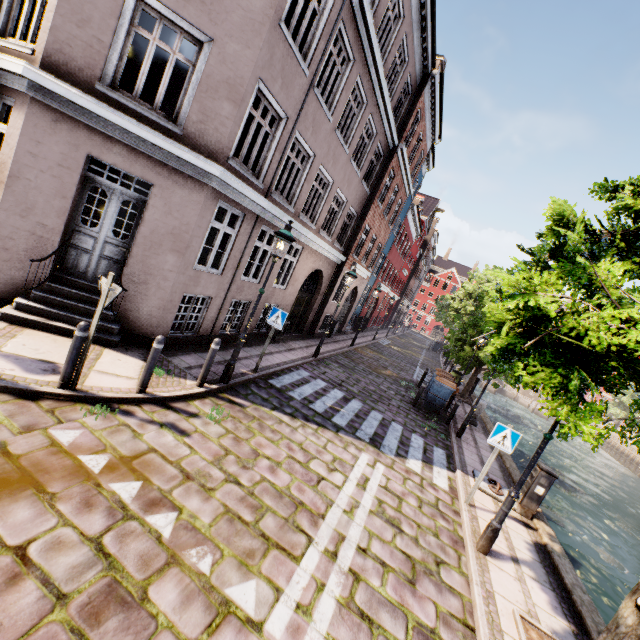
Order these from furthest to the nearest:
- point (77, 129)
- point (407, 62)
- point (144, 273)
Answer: point (407, 62)
point (144, 273)
point (77, 129)

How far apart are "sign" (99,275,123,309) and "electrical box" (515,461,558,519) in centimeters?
935cm

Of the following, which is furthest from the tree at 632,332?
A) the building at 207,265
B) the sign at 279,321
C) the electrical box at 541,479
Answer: the sign at 279,321

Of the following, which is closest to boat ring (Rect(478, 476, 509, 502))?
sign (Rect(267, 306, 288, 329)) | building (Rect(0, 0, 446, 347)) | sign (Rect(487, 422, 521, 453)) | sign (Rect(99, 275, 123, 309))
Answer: sign (Rect(487, 422, 521, 453))

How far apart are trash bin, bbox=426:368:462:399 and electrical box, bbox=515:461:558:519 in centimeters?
628cm

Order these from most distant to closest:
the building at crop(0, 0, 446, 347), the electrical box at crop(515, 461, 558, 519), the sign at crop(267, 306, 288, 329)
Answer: the sign at crop(267, 306, 288, 329) < the electrical box at crop(515, 461, 558, 519) < the building at crop(0, 0, 446, 347)

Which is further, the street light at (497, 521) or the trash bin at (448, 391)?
the trash bin at (448, 391)

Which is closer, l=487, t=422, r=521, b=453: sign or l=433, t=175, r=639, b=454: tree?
l=433, t=175, r=639, b=454: tree
